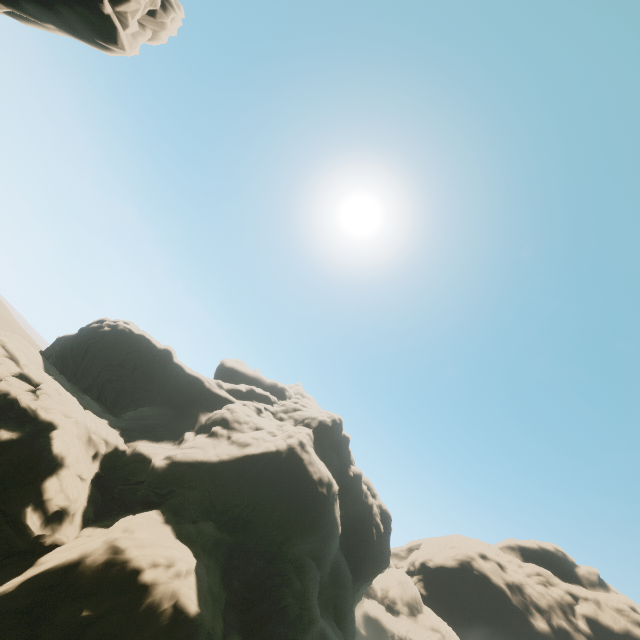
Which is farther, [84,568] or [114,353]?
[114,353]

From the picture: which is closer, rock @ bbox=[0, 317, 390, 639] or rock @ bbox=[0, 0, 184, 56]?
rock @ bbox=[0, 0, 184, 56]

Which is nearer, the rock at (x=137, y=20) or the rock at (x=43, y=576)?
the rock at (x=137, y=20)
